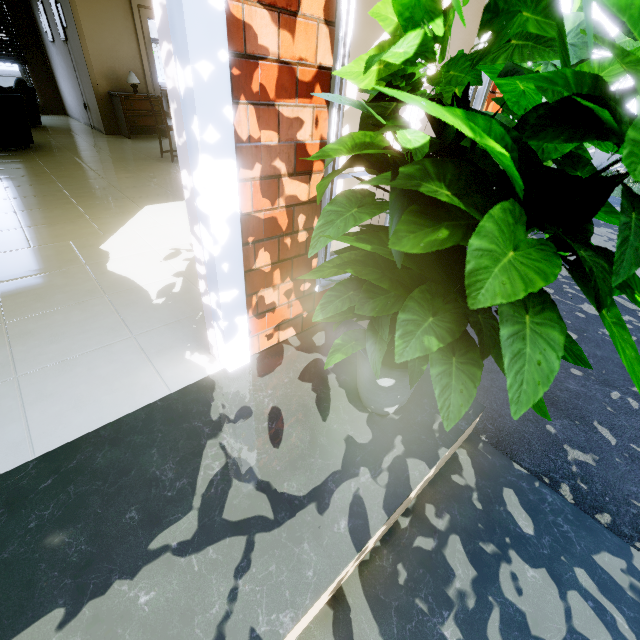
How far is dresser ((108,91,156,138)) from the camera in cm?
655

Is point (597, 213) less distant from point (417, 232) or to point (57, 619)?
point (417, 232)

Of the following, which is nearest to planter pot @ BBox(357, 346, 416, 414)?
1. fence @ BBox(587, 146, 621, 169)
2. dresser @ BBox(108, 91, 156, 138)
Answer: dresser @ BBox(108, 91, 156, 138)

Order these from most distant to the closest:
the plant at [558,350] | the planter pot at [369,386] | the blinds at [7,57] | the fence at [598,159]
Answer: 1. the fence at [598,159]
2. the blinds at [7,57]
3. the planter pot at [369,386]
4. the plant at [558,350]

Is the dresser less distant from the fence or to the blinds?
the blinds

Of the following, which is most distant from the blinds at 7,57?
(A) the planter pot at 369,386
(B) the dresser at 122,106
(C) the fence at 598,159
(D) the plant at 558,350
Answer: (A) the planter pot at 369,386

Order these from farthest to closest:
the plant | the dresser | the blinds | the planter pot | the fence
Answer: the fence < the blinds < the dresser < the planter pot < the plant

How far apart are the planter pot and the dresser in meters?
8.0 m
